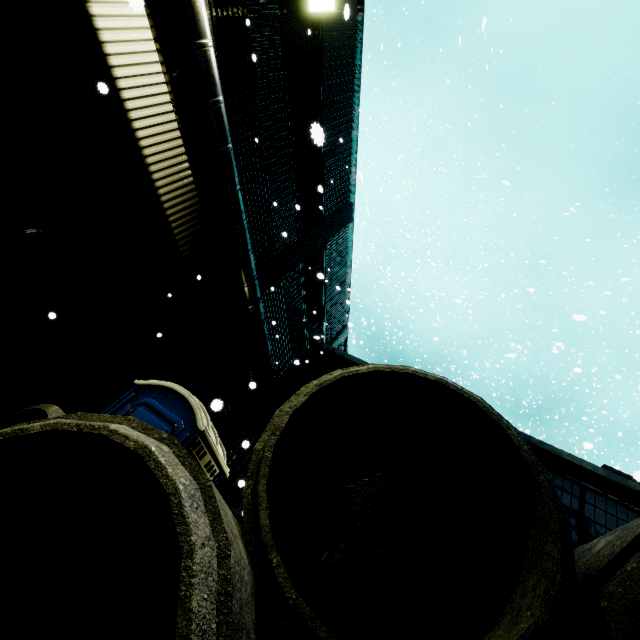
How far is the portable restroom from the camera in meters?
4.4 m

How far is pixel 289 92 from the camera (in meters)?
9.58

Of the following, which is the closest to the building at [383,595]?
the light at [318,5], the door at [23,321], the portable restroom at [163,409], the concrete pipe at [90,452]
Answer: the door at [23,321]

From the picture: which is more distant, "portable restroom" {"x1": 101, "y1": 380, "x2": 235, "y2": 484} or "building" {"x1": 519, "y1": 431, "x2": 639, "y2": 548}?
"building" {"x1": 519, "y1": 431, "x2": 639, "y2": 548}

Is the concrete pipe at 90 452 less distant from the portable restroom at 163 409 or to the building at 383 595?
the portable restroom at 163 409

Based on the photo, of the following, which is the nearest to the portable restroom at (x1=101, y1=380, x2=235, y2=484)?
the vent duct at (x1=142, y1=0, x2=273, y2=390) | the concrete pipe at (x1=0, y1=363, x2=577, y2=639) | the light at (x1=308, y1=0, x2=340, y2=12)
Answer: the concrete pipe at (x1=0, y1=363, x2=577, y2=639)

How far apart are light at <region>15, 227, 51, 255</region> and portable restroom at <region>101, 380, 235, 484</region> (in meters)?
3.10
